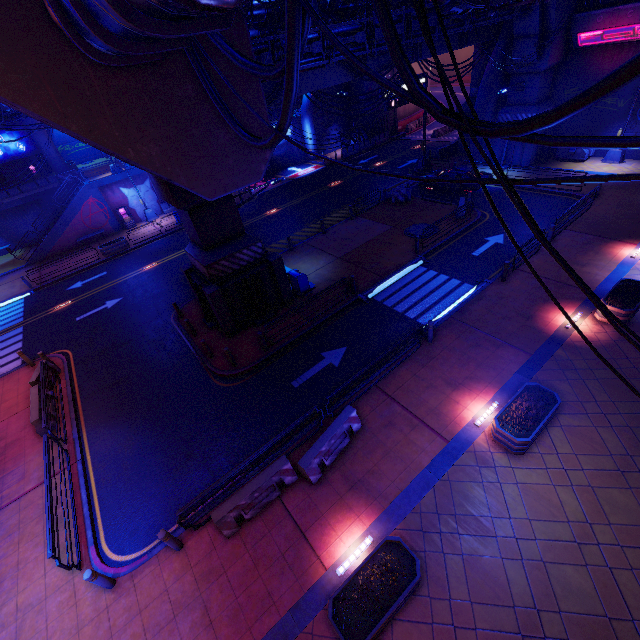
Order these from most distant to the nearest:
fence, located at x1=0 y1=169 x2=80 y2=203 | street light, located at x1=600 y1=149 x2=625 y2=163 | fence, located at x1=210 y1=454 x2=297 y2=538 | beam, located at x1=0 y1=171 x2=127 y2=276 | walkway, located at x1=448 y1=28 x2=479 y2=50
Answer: fence, located at x1=0 y1=169 x2=80 y2=203, beam, located at x1=0 y1=171 x2=127 y2=276, street light, located at x1=600 y1=149 x2=625 y2=163, walkway, located at x1=448 y1=28 x2=479 y2=50, fence, located at x1=210 y1=454 x2=297 y2=538

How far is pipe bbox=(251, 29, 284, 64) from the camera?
11.9m

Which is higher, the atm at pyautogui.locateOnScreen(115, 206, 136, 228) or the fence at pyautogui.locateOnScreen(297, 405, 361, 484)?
the atm at pyautogui.locateOnScreen(115, 206, 136, 228)

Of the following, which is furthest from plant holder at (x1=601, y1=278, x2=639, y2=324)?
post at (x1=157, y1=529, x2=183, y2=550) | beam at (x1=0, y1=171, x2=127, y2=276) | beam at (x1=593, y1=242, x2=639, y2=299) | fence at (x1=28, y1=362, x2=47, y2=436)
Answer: beam at (x1=0, y1=171, x2=127, y2=276)

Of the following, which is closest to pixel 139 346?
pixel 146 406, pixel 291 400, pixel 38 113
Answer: pixel 146 406

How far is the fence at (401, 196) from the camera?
24.5 meters

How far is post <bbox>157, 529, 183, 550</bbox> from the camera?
8.42m

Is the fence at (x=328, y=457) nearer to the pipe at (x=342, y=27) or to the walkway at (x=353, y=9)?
the walkway at (x=353, y=9)
